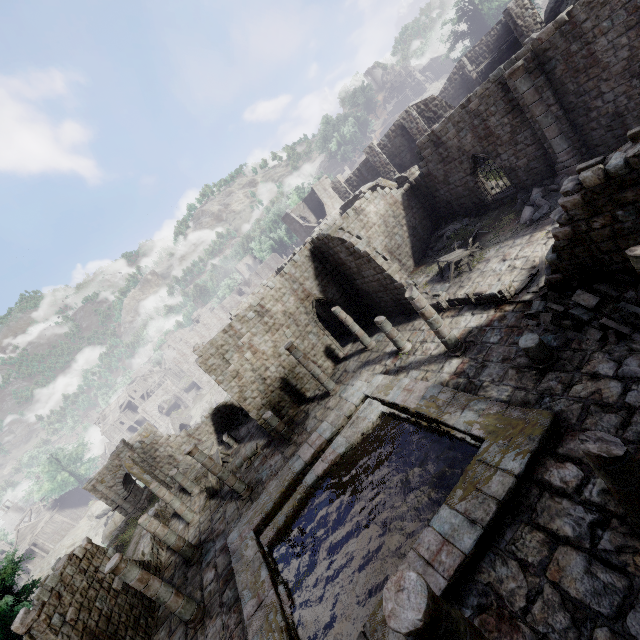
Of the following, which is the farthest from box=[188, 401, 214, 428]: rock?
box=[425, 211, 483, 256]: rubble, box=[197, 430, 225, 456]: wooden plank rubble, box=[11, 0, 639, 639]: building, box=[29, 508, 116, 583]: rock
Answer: box=[425, 211, 483, 256]: rubble

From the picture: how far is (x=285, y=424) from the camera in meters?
19.9 m

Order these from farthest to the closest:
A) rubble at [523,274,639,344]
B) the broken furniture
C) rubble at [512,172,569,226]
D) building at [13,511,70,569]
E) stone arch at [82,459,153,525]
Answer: building at [13,511,70,569] < stone arch at [82,459,153,525] < the broken furniture < rubble at [512,172,569,226] < rubble at [523,274,639,344]

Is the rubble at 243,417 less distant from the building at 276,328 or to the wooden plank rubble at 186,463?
the building at 276,328

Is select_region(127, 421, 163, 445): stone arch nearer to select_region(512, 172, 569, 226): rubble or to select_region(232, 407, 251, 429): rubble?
select_region(232, 407, 251, 429): rubble

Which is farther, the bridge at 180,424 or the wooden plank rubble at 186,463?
the bridge at 180,424

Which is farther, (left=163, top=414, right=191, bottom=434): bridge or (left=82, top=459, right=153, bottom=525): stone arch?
(left=163, top=414, right=191, bottom=434): bridge

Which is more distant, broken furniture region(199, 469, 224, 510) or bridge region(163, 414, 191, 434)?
bridge region(163, 414, 191, 434)
